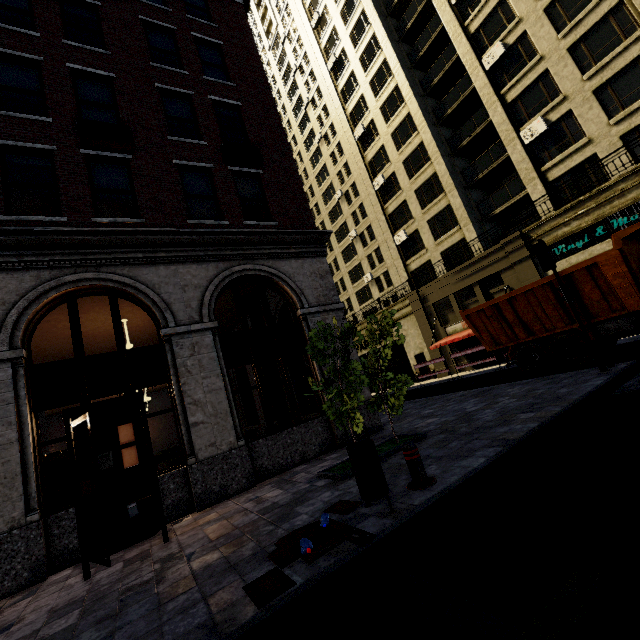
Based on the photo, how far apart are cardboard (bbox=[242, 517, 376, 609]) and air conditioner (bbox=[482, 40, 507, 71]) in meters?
27.5 m

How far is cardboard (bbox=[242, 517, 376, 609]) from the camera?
3.16m

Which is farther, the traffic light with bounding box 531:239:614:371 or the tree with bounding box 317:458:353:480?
the traffic light with bounding box 531:239:614:371

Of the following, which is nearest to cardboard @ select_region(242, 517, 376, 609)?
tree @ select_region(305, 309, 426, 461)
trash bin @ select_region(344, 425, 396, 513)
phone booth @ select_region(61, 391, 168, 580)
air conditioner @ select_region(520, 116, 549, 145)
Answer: trash bin @ select_region(344, 425, 396, 513)

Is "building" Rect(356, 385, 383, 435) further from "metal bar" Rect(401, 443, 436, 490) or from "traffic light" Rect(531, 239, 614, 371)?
"traffic light" Rect(531, 239, 614, 371)

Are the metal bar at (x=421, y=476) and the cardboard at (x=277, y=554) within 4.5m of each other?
yes

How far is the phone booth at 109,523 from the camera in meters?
5.3 m

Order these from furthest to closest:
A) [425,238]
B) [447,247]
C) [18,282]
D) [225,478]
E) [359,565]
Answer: [425,238]
[447,247]
[225,478]
[18,282]
[359,565]
